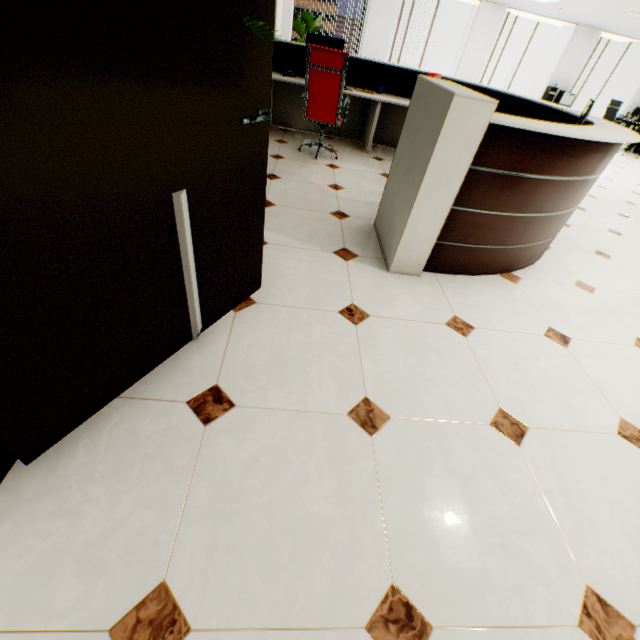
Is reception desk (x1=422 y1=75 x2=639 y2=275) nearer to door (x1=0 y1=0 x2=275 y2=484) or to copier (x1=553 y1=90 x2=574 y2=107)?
door (x1=0 y1=0 x2=275 y2=484)

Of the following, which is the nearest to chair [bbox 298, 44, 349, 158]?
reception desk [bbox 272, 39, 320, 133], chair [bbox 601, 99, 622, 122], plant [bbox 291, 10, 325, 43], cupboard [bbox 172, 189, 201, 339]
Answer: reception desk [bbox 272, 39, 320, 133]

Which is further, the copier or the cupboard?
the copier

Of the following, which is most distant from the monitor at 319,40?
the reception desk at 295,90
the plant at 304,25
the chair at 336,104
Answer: the plant at 304,25

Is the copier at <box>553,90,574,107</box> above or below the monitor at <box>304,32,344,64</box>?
below

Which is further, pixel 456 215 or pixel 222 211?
pixel 456 215

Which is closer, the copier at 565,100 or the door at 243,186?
the door at 243,186

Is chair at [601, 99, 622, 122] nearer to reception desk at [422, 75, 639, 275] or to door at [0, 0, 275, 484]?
reception desk at [422, 75, 639, 275]
